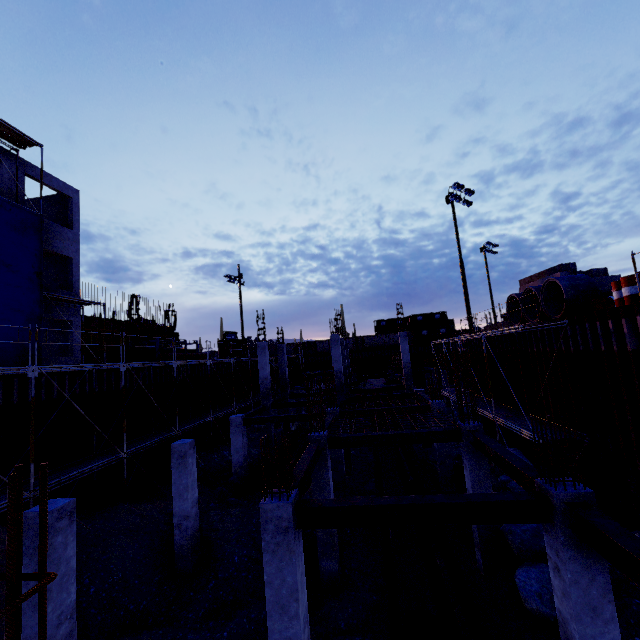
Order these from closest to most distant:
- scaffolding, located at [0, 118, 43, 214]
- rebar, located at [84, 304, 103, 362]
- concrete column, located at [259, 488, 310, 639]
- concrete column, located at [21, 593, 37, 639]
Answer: concrete column, located at [259, 488, 310, 639] < concrete column, located at [21, 593, 37, 639] < scaffolding, located at [0, 118, 43, 214] < rebar, located at [84, 304, 103, 362]

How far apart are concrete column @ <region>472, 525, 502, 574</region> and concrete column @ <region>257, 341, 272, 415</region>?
13.3m

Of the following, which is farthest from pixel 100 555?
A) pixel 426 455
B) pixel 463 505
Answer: pixel 426 455

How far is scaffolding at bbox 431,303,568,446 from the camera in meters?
11.9

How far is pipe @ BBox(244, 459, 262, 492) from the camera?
15.0m

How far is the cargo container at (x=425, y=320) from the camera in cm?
5094

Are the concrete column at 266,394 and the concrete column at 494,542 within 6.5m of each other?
no

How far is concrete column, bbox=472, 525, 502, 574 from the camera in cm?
964
